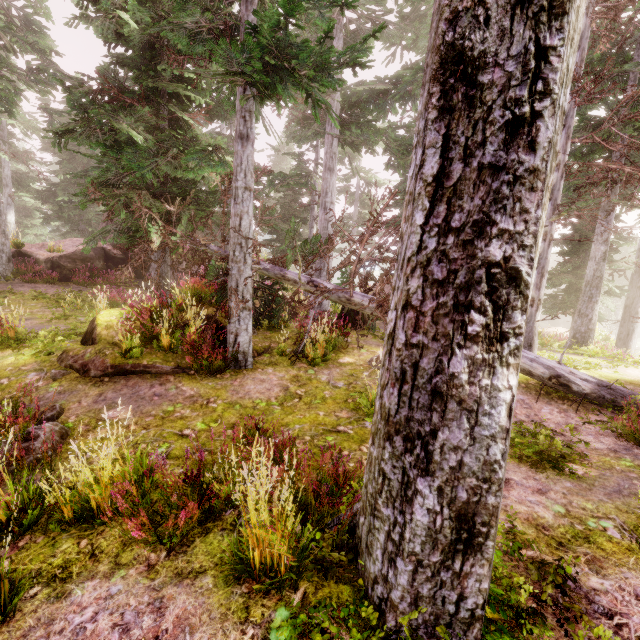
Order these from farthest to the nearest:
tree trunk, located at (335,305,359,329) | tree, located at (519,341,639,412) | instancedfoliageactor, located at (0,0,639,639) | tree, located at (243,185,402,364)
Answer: tree trunk, located at (335,305,359,329) → tree, located at (519,341,639,412) → tree, located at (243,185,402,364) → instancedfoliageactor, located at (0,0,639,639)

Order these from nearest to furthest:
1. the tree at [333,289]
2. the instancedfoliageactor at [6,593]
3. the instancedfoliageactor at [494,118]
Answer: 1. the instancedfoliageactor at [494,118]
2. the instancedfoliageactor at [6,593]
3. the tree at [333,289]

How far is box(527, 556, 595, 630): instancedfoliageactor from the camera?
2.22m

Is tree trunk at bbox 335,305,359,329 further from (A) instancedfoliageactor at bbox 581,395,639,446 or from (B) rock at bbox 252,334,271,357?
(B) rock at bbox 252,334,271,357

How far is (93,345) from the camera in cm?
742

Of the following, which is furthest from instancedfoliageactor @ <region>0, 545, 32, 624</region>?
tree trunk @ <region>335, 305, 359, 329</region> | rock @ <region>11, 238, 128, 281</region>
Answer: tree trunk @ <region>335, 305, 359, 329</region>

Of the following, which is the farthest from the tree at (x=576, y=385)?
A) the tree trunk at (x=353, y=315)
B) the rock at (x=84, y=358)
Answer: the tree trunk at (x=353, y=315)
